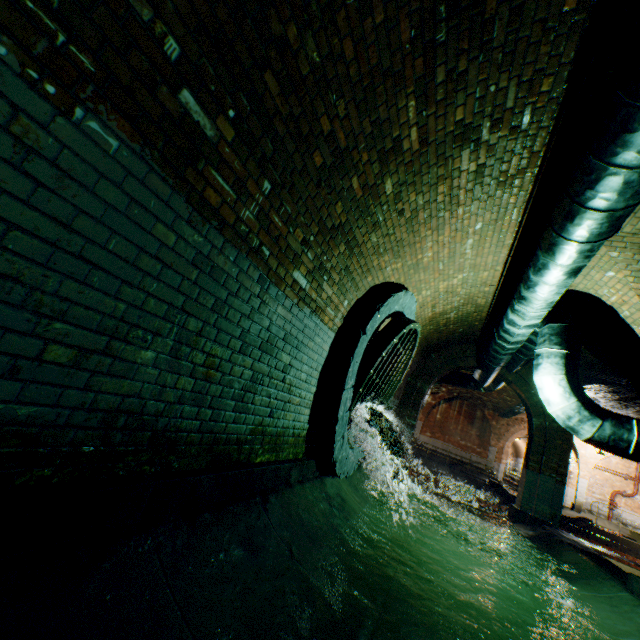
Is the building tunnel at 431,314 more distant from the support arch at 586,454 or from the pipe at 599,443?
the support arch at 586,454

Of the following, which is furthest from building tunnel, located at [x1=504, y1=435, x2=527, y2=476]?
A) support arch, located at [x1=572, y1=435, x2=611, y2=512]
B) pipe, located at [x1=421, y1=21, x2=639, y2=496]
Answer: pipe, located at [x1=421, y1=21, x2=639, y2=496]

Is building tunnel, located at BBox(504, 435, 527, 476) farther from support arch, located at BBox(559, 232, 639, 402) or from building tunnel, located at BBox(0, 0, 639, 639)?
support arch, located at BBox(559, 232, 639, 402)

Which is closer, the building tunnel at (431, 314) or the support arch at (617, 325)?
the building tunnel at (431, 314)

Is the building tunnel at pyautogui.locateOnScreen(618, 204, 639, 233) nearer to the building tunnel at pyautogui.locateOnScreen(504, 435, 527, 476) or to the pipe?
the pipe

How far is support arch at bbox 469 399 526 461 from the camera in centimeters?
2133cm

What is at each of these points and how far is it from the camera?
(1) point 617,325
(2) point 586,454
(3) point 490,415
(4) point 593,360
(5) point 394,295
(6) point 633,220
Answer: (1) support arch, 5.40m
(2) support arch, 19.84m
(3) support arch, 21.92m
(4) building tunnel, 8.40m
(5) sewerage pipe, 4.97m
(6) building tunnel, 3.97m

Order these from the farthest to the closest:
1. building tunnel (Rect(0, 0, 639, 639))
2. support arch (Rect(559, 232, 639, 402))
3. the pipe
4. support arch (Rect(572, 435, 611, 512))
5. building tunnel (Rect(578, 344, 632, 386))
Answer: support arch (Rect(572, 435, 611, 512))
building tunnel (Rect(578, 344, 632, 386))
support arch (Rect(559, 232, 639, 402))
the pipe
building tunnel (Rect(0, 0, 639, 639))
